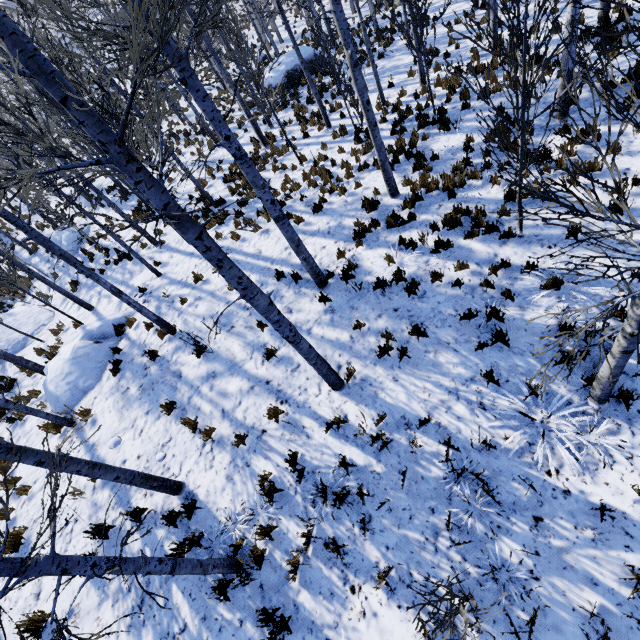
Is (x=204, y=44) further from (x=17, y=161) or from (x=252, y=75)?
(x=17, y=161)

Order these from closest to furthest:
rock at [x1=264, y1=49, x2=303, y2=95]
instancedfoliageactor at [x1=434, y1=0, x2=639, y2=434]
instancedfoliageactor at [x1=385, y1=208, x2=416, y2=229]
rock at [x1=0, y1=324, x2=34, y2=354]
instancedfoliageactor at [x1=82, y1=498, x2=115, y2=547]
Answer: instancedfoliageactor at [x1=434, y1=0, x2=639, y2=434] → instancedfoliageactor at [x1=82, y1=498, x2=115, y2=547] → instancedfoliageactor at [x1=385, y1=208, x2=416, y2=229] → rock at [x1=0, y1=324, x2=34, y2=354] → rock at [x1=264, y1=49, x2=303, y2=95]

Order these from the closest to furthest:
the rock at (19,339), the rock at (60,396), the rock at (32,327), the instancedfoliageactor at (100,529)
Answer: the instancedfoliageactor at (100,529) < the rock at (60,396) < the rock at (19,339) < the rock at (32,327)

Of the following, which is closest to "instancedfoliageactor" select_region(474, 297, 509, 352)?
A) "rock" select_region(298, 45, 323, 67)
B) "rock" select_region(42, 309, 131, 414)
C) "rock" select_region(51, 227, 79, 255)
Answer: "rock" select_region(42, 309, 131, 414)

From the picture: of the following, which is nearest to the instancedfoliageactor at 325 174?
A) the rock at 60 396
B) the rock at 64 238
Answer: the rock at 60 396

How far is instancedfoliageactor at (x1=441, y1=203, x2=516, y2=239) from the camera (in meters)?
6.69

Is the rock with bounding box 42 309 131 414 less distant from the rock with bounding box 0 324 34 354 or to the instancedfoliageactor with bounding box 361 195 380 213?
the instancedfoliageactor with bounding box 361 195 380 213

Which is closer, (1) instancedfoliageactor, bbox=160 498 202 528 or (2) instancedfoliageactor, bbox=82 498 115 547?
(2) instancedfoliageactor, bbox=82 498 115 547
